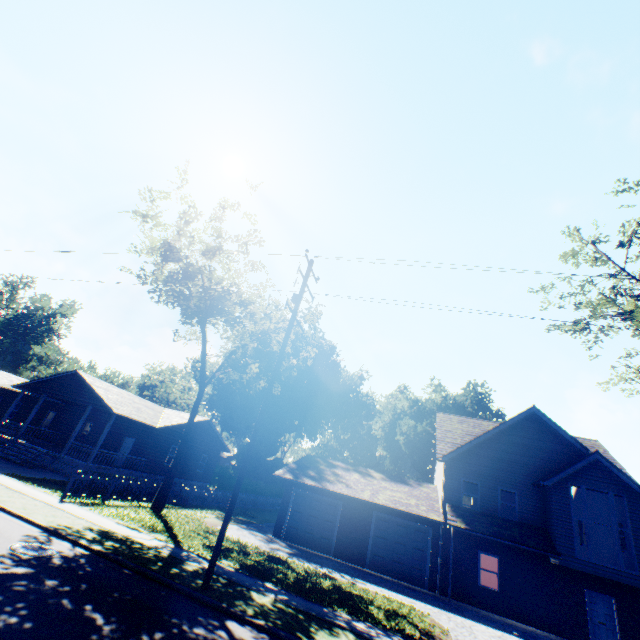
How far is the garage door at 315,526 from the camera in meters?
20.0 m

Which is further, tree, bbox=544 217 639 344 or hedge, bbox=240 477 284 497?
hedge, bbox=240 477 284 497

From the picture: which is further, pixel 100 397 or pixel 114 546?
pixel 100 397

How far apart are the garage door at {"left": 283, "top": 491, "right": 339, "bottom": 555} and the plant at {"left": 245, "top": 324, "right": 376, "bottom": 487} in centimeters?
2904cm

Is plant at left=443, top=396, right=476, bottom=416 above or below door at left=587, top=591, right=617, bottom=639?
above

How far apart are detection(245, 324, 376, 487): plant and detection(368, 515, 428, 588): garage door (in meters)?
31.07

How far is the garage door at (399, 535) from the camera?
18.2m

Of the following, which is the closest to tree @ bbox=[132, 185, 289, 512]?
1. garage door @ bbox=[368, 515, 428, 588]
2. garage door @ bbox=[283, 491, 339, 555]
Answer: garage door @ bbox=[283, 491, 339, 555]
